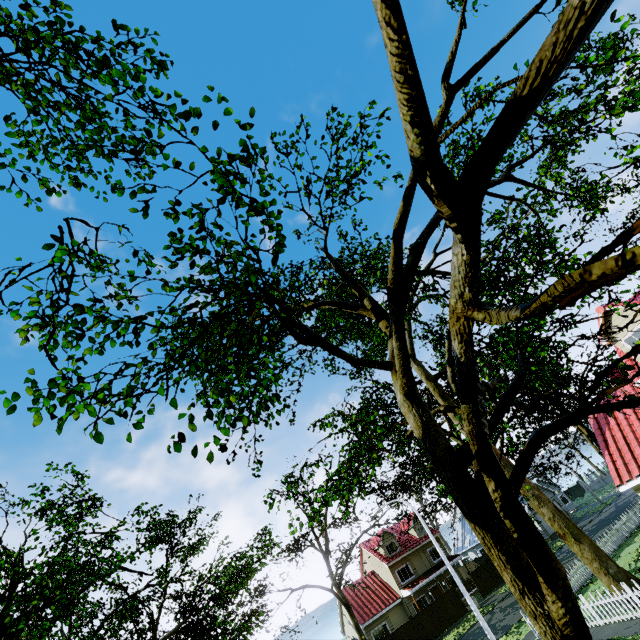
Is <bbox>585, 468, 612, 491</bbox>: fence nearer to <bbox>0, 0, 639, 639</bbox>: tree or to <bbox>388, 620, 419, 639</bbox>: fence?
<bbox>0, 0, 639, 639</bbox>: tree

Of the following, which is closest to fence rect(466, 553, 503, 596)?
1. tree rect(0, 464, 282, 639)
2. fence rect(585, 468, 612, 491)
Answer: tree rect(0, 464, 282, 639)

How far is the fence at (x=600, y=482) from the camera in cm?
5171

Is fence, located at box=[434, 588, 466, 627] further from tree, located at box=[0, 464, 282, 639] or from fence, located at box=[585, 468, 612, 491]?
fence, located at box=[585, 468, 612, 491]

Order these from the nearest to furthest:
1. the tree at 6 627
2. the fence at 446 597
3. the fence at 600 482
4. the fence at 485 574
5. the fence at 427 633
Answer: the tree at 6 627
the fence at 427 633
the fence at 446 597
the fence at 485 574
the fence at 600 482

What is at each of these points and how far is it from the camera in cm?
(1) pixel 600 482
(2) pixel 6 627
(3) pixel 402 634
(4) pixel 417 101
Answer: (1) fence, 5269
(2) tree, 880
(3) fence, 2789
(4) tree, 135
